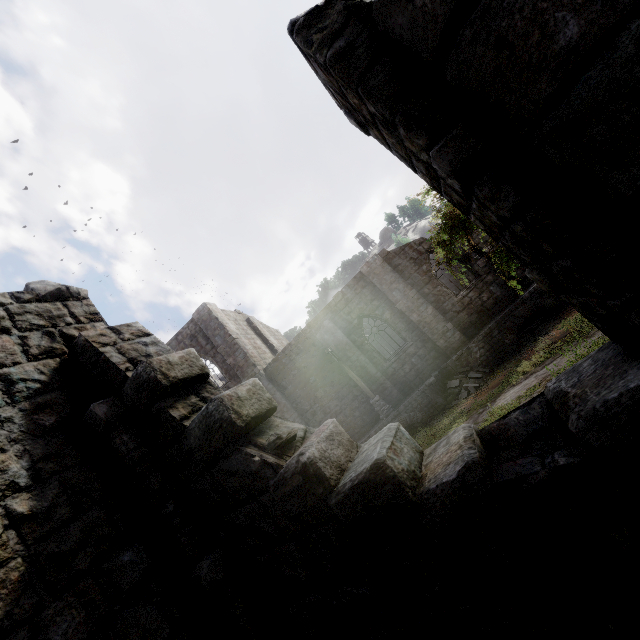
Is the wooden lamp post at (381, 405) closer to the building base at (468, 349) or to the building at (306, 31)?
the building base at (468, 349)

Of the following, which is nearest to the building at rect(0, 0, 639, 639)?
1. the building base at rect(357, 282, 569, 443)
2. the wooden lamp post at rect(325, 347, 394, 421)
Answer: the building base at rect(357, 282, 569, 443)

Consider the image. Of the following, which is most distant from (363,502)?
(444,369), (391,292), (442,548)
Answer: (391,292)

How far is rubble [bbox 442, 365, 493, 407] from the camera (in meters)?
14.70

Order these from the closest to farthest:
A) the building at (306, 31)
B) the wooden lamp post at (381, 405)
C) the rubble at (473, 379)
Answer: the building at (306, 31), the rubble at (473, 379), the wooden lamp post at (381, 405)

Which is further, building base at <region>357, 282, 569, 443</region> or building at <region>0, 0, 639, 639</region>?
building base at <region>357, 282, 569, 443</region>

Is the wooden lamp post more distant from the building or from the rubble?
the rubble

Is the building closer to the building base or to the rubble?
the building base
